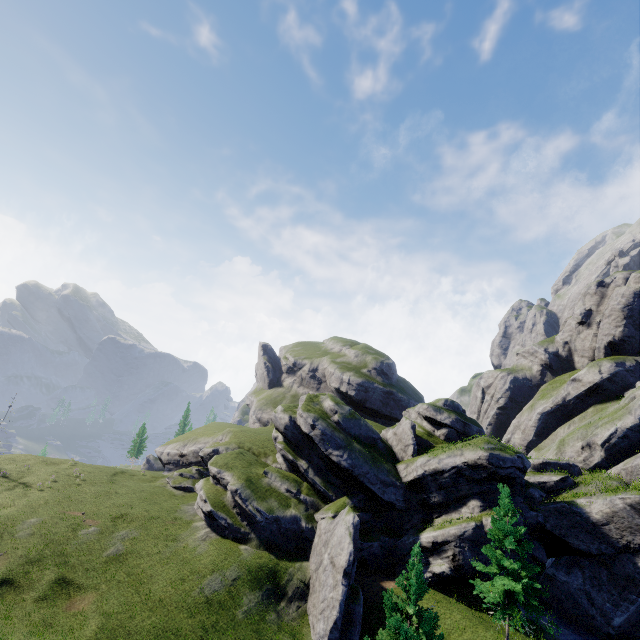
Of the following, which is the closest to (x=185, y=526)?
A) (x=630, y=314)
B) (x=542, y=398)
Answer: (x=542, y=398)

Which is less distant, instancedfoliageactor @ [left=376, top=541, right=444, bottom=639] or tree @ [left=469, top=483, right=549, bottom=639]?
instancedfoliageactor @ [left=376, top=541, right=444, bottom=639]

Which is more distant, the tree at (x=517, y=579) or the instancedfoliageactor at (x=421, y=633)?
the tree at (x=517, y=579)
